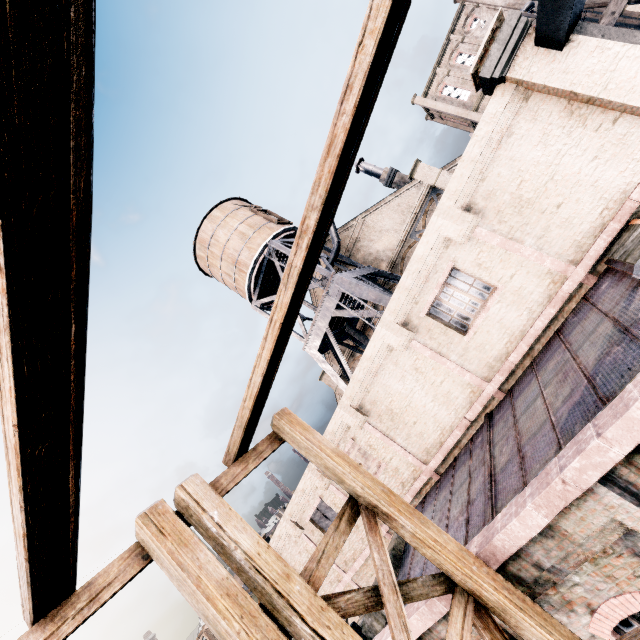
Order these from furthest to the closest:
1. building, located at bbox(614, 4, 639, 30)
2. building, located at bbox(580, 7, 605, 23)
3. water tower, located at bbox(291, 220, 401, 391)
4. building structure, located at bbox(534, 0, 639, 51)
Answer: building, located at bbox(580, 7, 605, 23) < building, located at bbox(614, 4, 639, 30) < water tower, located at bbox(291, 220, 401, 391) < building structure, located at bbox(534, 0, 639, 51)

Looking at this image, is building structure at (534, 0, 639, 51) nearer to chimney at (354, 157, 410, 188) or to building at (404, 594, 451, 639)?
building at (404, 594, 451, 639)

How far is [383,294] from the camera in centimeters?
1794cm

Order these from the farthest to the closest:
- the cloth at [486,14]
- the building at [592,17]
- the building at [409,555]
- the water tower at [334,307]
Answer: the cloth at [486,14] → the building at [592,17] → the water tower at [334,307] → the building at [409,555]

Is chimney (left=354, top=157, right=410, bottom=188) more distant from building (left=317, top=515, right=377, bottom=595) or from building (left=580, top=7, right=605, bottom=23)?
building (left=580, top=7, right=605, bottom=23)

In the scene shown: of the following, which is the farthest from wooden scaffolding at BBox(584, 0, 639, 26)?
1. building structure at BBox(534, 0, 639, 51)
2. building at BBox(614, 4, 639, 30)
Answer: building at BBox(614, 4, 639, 30)

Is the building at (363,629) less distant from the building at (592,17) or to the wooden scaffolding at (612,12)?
the wooden scaffolding at (612,12)

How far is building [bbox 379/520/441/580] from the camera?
9.6 meters
